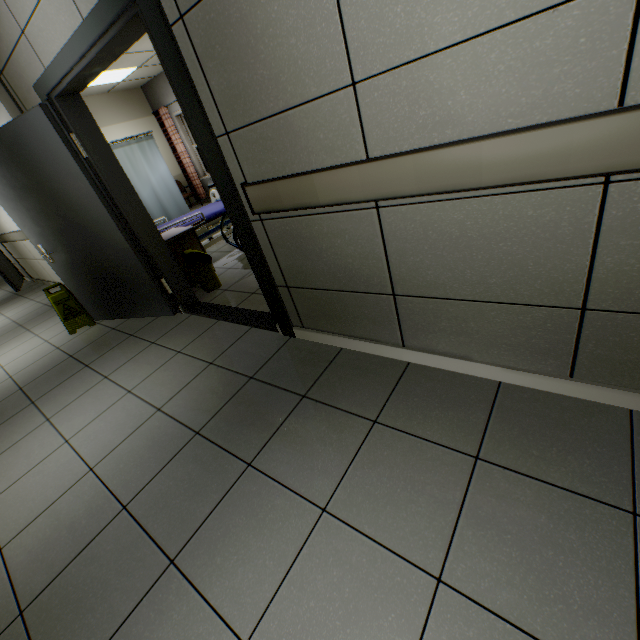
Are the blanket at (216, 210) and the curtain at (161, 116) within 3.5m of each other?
no

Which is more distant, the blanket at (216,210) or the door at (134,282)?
the blanket at (216,210)

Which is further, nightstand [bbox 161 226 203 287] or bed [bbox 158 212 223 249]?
bed [bbox 158 212 223 249]

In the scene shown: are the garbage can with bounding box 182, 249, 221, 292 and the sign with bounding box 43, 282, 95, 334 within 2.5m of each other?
Answer: yes

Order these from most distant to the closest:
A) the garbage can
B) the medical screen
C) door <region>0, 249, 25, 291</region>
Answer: door <region>0, 249, 25, 291</region>
the medical screen
the garbage can

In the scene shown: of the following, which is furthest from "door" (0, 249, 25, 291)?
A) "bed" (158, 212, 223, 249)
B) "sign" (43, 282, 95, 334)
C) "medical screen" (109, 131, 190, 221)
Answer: "bed" (158, 212, 223, 249)

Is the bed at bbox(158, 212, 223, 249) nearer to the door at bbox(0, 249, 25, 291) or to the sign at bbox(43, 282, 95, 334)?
the sign at bbox(43, 282, 95, 334)

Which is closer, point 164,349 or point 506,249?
point 506,249
